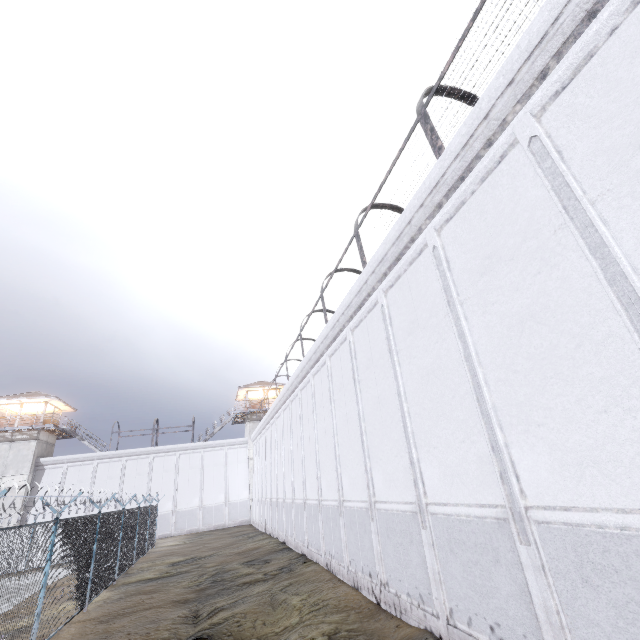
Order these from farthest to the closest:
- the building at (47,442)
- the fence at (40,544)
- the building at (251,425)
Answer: the building at (251,425), the building at (47,442), the fence at (40,544)

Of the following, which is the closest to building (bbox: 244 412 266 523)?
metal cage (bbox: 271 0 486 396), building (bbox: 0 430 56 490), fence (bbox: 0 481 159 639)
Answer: fence (bbox: 0 481 159 639)

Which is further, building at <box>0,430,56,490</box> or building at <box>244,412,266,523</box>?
building at <box>244,412,266,523</box>

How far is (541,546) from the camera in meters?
4.3

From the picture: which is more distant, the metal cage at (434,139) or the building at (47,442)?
the building at (47,442)

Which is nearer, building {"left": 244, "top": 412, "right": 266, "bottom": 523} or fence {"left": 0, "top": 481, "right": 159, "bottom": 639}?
fence {"left": 0, "top": 481, "right": 159, "bottom": 639}

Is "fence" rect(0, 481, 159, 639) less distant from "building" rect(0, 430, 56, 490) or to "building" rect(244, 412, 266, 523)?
"building" rect(0, 430, 56, 490)

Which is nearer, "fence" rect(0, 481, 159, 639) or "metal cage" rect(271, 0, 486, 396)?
"metal cage" rect(271, 0, 486, 396)
